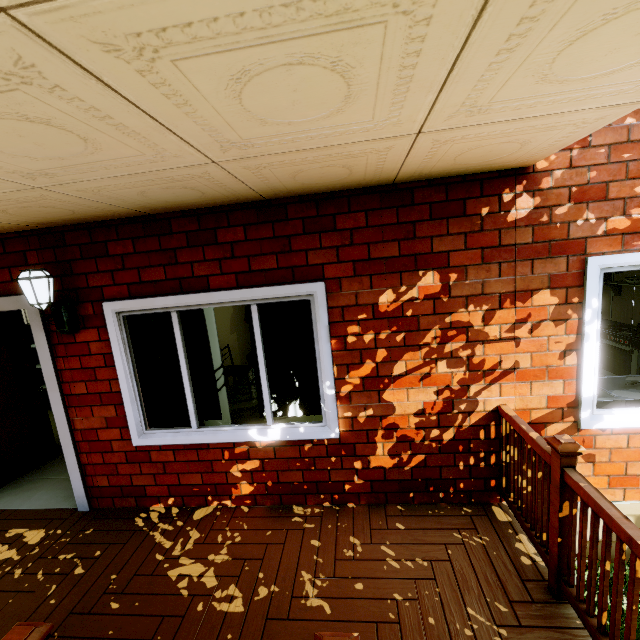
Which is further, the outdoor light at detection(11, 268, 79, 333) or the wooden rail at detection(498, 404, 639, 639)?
the outdoor light at detection(11, 268, 79, 333)

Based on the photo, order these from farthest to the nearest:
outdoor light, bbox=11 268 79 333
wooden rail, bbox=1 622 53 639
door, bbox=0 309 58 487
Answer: door, bbox=0 309 58 487 < outdoor light, bbox=11 268 79 333 < wooden rail, bbox=1 622 53 639

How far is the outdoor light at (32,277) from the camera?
2.6 meters

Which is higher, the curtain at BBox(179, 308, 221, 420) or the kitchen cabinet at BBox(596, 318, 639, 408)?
the curtain at BBox(179, 308, 221, 420)

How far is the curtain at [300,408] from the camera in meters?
2.9 m

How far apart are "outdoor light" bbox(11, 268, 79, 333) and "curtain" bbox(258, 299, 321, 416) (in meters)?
1.41

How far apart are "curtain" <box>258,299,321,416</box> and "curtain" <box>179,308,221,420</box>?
0.03m

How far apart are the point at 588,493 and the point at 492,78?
1.99m
